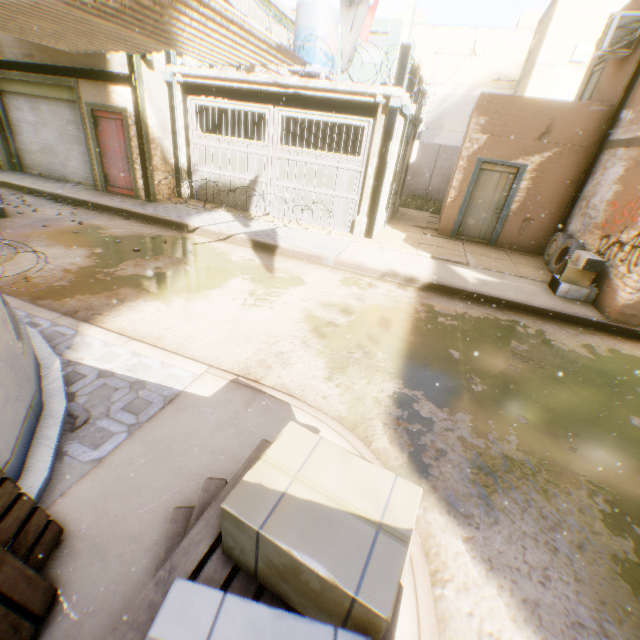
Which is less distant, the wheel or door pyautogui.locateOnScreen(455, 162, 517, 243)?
the wheel

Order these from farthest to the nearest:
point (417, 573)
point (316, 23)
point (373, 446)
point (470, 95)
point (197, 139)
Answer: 1. point (470, 95)
2. point (316, 23)
3. point (197, 139)
4. point (373, 446)
5. point (417, 573)

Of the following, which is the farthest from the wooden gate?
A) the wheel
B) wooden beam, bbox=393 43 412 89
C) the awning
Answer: the awning

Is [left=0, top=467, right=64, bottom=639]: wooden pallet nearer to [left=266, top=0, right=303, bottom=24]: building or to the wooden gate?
[left=266, top=0, right=303, bottom=24]: building

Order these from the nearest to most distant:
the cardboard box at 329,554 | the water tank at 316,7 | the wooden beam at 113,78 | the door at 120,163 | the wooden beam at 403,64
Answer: the cardboard box at 329,554
the wooden beam at 403,64
the wooden beam at 113,78
the door at 120,163
the water tank at 316,7

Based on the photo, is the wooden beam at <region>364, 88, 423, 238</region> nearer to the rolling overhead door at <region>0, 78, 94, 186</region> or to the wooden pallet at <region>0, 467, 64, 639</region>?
the rolling overhead door at <region>0, 78, 94, 186</region>

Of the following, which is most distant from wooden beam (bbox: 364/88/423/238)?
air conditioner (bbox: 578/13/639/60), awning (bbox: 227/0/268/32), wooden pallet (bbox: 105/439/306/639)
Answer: wooden pallet (bbox: 105/439/306/639)

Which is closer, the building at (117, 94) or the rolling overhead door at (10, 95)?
Answer: the building at (117, 94)
